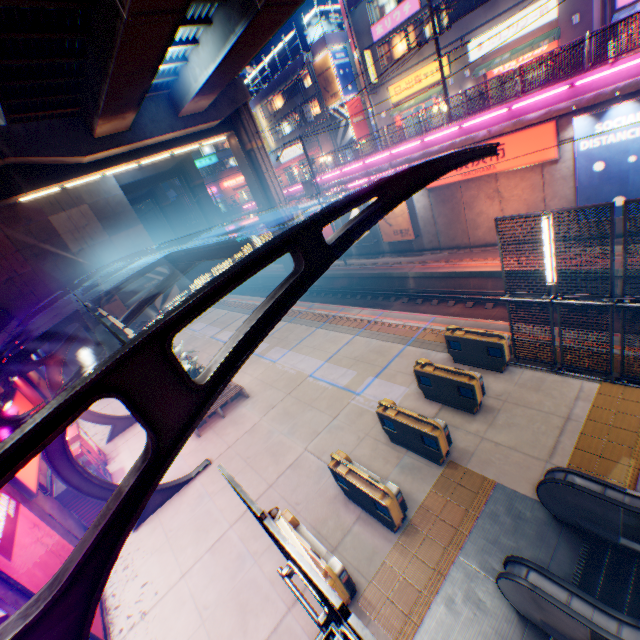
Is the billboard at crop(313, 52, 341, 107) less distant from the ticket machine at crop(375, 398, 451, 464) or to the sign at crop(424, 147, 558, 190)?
the sign at crop(424, 147, 558, 190)

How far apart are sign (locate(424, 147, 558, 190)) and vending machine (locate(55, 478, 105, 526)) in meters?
21.2 m

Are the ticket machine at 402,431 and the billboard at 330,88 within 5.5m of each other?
no

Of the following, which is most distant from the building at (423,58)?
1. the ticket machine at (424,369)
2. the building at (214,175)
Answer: the building at (214,175)

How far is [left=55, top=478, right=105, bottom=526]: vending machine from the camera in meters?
10.2 m

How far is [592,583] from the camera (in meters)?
5.55

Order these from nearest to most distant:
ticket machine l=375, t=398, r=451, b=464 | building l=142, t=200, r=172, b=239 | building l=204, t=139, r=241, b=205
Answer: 1. ticket machine l=375, t=398, r=451, b=464
2. building l=204, t=139, r=241, b=205
3. building l=142, t=200, r=172, b=239

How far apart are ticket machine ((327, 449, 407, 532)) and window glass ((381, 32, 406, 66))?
30.9 meters
